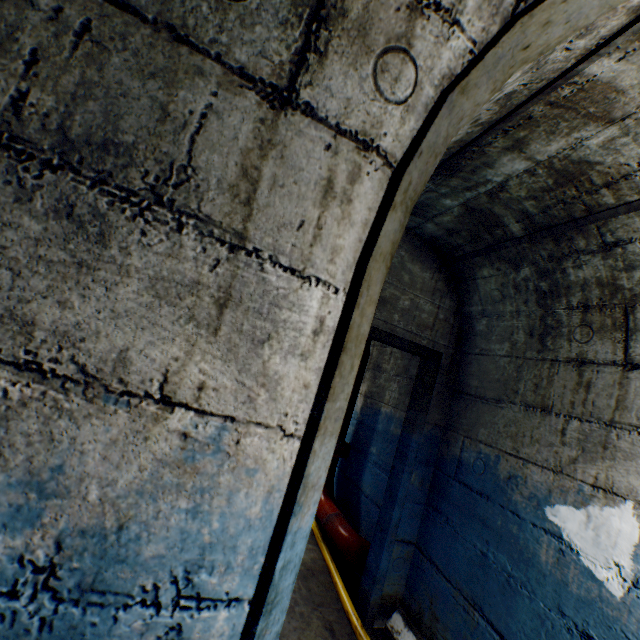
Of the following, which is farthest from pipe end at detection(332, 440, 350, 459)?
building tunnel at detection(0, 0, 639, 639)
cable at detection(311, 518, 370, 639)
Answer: cable at detection(311, 518, 370, 639)

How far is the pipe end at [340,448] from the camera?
3.80m

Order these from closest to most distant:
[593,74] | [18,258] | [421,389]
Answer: [18,258]
[593,74]
[421,389]

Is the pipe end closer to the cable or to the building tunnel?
the building tunnel

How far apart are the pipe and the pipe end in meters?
0.1 m

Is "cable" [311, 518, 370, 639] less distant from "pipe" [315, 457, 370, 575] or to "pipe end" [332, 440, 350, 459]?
"pipe" [315, 457, 370, 575]

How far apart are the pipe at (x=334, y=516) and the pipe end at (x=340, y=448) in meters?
0.1
